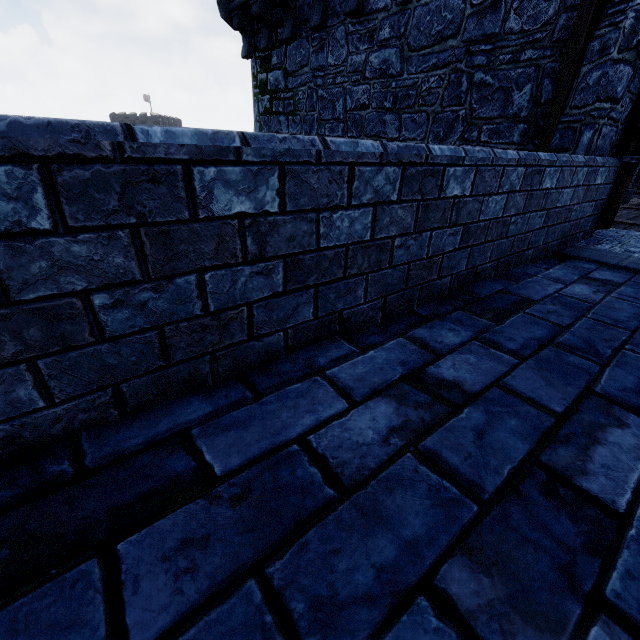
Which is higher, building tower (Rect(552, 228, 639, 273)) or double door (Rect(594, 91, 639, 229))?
double door (Rect(594, 91, 639, 229))

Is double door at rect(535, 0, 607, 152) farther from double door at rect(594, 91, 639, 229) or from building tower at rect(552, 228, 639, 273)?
double door at rect(594, 91, 639, 229)

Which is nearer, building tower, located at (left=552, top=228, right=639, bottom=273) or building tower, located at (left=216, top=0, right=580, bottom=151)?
building tower, located at (left=552, top=228, right=639, bottom=273)

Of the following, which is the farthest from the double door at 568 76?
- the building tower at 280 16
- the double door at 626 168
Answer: the double door at 626 168

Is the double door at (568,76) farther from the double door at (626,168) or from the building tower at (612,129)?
the double door at (626,168)

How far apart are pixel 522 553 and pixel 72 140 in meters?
1.7

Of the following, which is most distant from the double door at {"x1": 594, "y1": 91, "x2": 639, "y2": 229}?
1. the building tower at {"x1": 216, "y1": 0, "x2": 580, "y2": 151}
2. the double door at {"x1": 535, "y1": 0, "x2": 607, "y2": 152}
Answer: the double door at {"x1": 535, "y1": 0, "x2": 607, "y2": 152}
